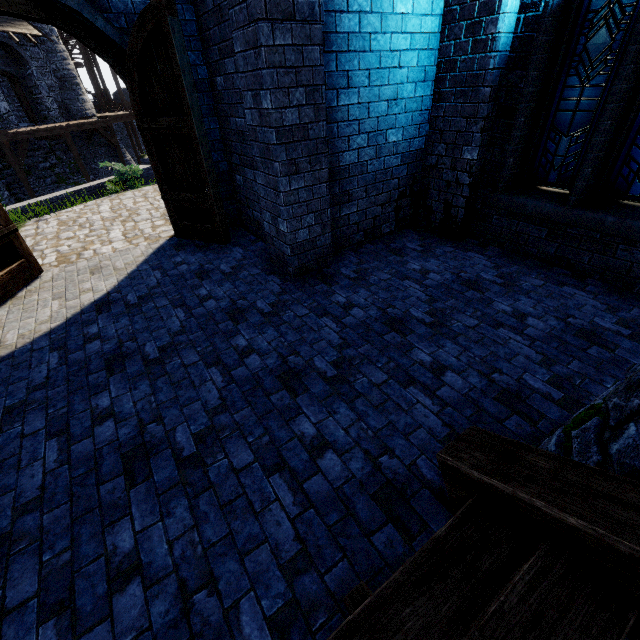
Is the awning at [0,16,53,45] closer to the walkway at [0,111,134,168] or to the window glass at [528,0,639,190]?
the walkway at [0,111,134,168]

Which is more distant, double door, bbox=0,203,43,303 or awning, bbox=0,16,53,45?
awning, bbox=0,16,53,45

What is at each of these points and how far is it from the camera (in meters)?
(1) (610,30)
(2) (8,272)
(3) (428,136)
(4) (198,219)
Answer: (1) window glass, 3.74
(2) double door, 5.11
(3) building, 5.50
(4) double door, 6.30

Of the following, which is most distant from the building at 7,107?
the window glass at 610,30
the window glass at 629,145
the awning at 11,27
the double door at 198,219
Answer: the window glass at 629,145

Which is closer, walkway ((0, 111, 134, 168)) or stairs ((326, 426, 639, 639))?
stairs ((326, 426, 639, 639))

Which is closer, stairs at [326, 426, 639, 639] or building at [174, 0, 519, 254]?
stairs at [326, 426, 639, 639]

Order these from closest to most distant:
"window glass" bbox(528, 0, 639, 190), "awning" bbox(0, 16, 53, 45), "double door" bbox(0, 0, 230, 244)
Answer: "window glass" bbox(528, 0, 639, 190) → "double door" bbox(0, 0, 230, 244) → "awning" bbox(0, 16, 53, 45)

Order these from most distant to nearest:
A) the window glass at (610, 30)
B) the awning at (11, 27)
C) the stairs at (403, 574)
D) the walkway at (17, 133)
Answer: the awning at (11, 27), the walkway at (17, 133), the window glass at (610, 30), the stairs at (403, 574)
